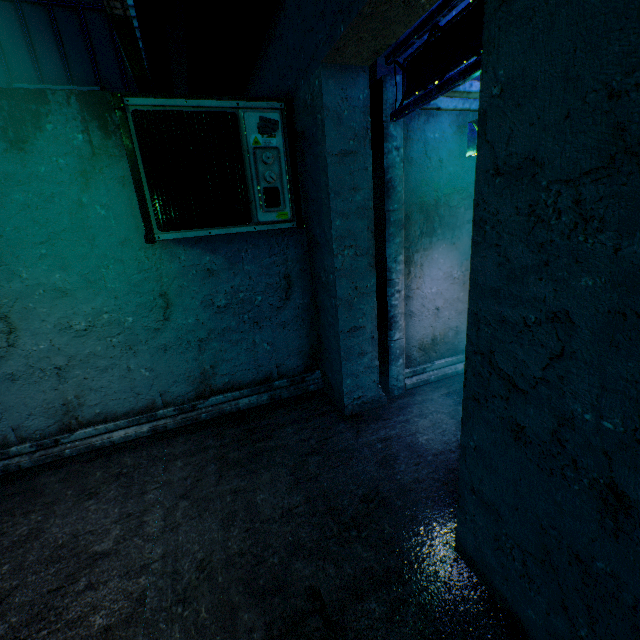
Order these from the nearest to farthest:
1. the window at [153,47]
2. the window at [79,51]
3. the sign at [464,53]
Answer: the sign at [464,53] → the window at [153,47] → the window at [79,51]

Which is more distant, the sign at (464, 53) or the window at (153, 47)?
the window at (153, 47)

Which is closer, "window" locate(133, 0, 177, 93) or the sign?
the sign

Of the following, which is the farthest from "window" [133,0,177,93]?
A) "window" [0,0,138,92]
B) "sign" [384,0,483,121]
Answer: "sign" [384,0,483,121]

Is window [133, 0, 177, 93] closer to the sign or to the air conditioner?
the air conditioner

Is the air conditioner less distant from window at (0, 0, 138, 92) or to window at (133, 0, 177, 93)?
window at (133, 0, 177, 93)

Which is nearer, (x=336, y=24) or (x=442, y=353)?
(x=336, y=24)

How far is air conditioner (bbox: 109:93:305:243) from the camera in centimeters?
213cm
